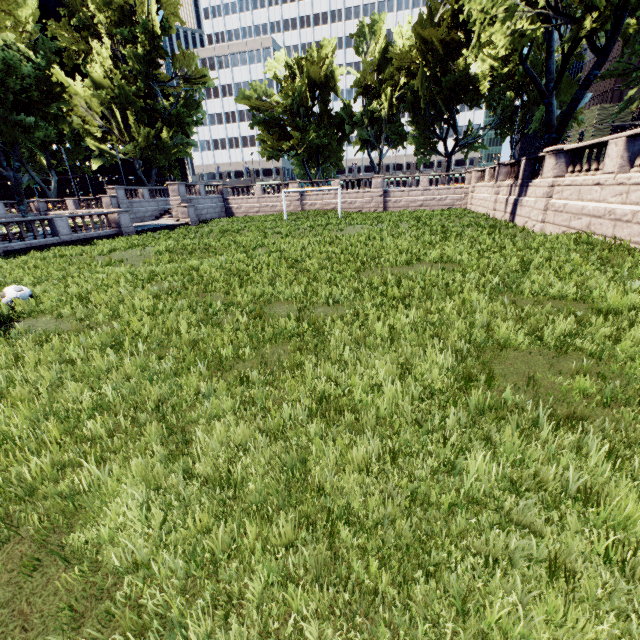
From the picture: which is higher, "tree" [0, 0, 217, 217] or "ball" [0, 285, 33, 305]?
"tree" [0, 0, 217, 217]

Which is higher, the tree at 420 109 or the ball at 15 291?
the tree at 420 109

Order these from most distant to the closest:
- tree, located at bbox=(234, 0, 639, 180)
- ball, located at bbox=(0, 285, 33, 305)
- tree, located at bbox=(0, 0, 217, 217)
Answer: tree, located at bbox=(0, 0, 217, 217)
tree, located at bbox=(234, 0, 639, 180)
ball, located at bbox=(0, 285, 33, 305)

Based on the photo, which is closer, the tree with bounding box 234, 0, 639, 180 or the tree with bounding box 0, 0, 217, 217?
the tree with bounding box 234, 0, 639, 180

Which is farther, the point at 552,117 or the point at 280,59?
the point at 280,59

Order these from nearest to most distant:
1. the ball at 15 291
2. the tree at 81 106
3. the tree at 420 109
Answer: the ball at 15 291 < the tree at 420 109 < the tree at 81 106

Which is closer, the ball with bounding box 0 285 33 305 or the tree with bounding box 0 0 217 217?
the ball with bounding box 0 285 33 305
